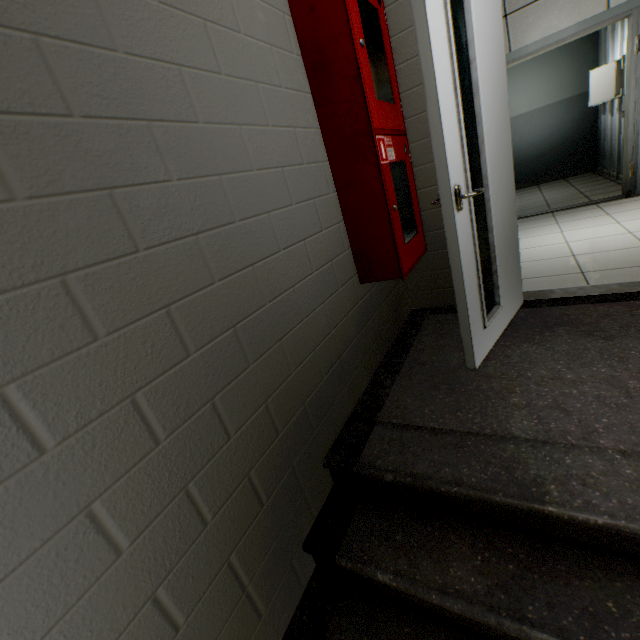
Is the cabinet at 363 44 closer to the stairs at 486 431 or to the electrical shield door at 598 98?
the stairs at 486 431

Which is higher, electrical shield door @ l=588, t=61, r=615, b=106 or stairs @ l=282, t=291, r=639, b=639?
electrical shield door @ l=588, t=61, r=615, b=106

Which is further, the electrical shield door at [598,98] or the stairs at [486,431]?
the electrical shield door at [598,98]

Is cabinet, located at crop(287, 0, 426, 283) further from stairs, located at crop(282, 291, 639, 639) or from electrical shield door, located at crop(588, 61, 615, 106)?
electrical shield door, located at crop(588, 61, 615, 106)

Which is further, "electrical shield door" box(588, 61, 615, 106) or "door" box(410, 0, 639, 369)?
"electrical shield door" box(588, 61, 615, 106)

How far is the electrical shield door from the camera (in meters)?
4.91

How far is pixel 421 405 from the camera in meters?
1.7
